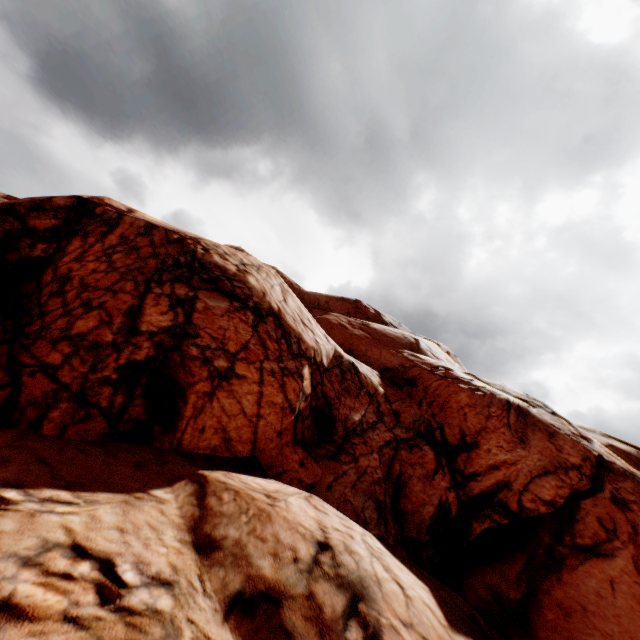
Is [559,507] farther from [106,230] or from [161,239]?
[106,230]
